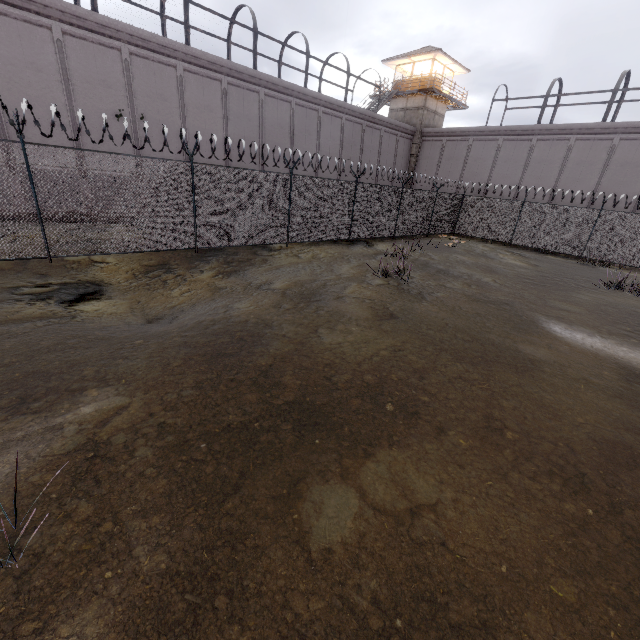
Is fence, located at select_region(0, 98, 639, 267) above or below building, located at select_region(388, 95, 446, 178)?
below

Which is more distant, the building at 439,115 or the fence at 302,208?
the building at 439,115

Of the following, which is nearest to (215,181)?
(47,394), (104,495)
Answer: (47,394)

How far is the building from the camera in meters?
30.2

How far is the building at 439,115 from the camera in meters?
30.2 m

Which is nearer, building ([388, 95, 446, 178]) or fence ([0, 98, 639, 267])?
fence ([0, 98, 639, 267])
